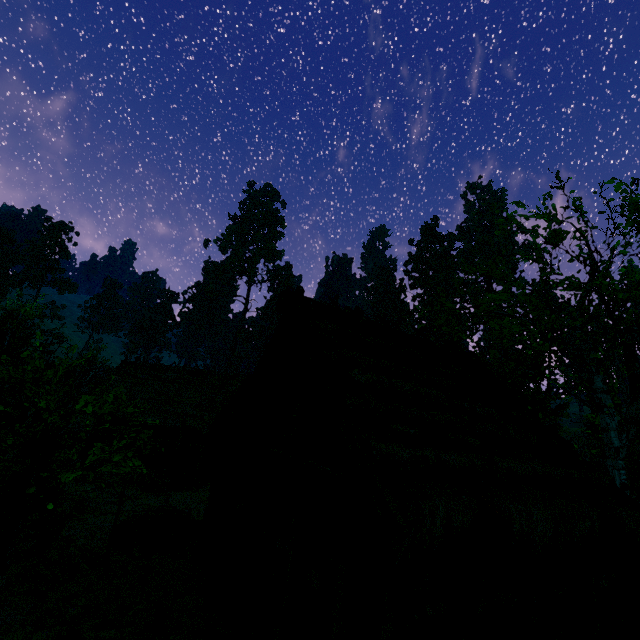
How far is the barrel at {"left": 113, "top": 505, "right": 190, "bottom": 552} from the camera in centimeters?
997cm

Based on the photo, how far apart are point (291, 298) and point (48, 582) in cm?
934

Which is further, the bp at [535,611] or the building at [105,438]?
the building at [105,438]

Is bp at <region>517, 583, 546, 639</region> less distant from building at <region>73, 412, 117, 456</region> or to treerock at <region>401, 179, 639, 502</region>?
building at <region>73, 412, 117, 456</region>

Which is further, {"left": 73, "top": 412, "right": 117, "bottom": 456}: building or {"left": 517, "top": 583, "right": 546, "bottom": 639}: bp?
{"left": 73, "top": 412, "right": 117, "bottom": 456}: building

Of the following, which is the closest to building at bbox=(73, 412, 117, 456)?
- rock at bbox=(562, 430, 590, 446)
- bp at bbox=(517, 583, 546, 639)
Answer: bp at bbox=(517, 583, 546, 639)

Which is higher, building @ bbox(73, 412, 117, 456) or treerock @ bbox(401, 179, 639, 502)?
treerock @ bbox(401, 179, 639, 502)

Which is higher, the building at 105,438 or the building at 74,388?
the building at 74,388
